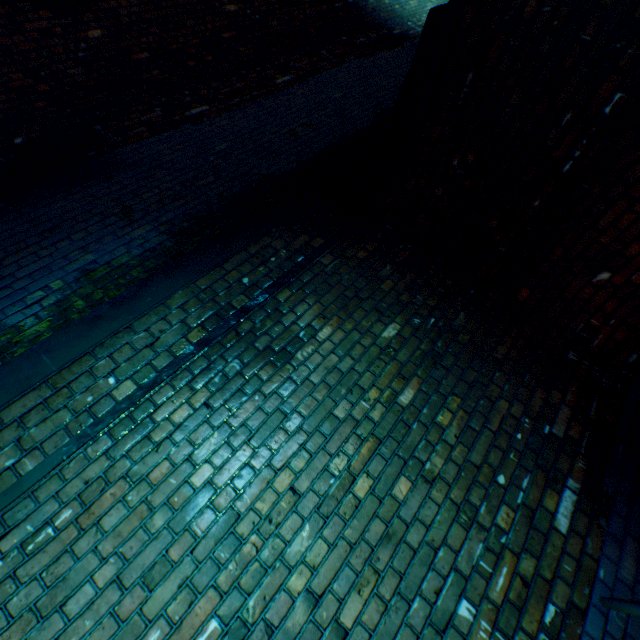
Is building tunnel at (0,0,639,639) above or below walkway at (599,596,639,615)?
above

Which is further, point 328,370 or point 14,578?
point 328,370

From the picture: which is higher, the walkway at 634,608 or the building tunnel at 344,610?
the building tunnel at 344,610
